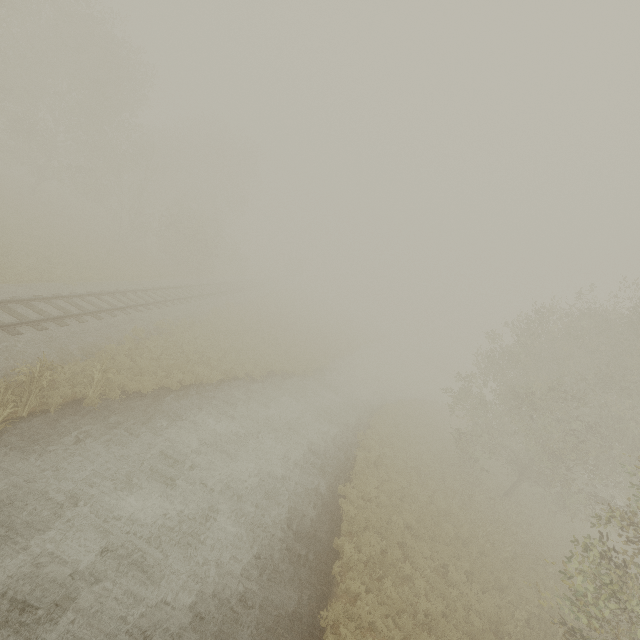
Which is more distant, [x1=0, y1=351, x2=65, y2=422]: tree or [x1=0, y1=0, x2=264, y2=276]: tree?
[x1=0, y1=0, x2=264, y2=276]: tree

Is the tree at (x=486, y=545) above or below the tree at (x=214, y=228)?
below

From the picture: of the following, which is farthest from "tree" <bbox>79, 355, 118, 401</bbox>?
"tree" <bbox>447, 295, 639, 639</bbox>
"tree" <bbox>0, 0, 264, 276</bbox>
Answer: "tree" <bbox>0, 0, 264, 276</bbox>

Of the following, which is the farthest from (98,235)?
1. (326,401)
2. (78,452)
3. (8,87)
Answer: (78,452)

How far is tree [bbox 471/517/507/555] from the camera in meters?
14.6 m

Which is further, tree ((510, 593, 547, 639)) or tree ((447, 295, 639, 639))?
tree ((510, 593, 547, 639))

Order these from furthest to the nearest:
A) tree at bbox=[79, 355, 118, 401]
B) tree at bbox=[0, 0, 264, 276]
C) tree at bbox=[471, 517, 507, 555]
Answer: tree at bbox=[0, 0, 264, 276], tree at bbox=[471, 517, 507, 555], tree at bbox=[79, 355, 118, 401]

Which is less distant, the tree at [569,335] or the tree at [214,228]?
the tree at [569,335]
